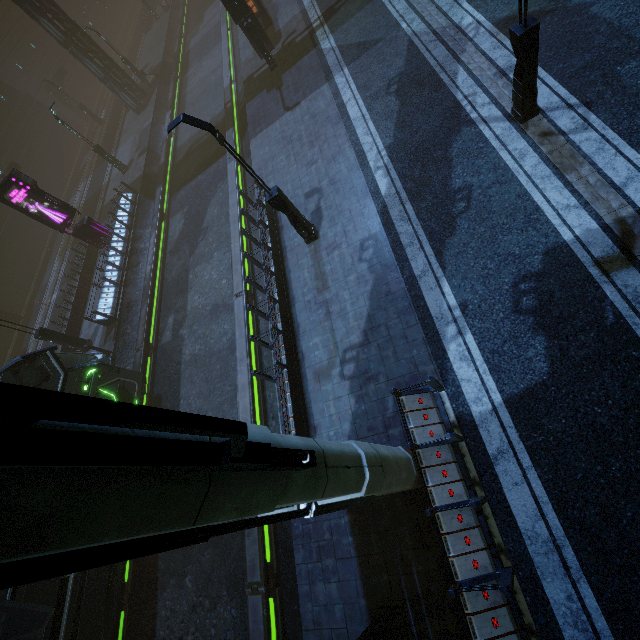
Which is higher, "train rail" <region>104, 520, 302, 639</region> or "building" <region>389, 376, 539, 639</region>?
"building" <region>389, 376, 539, 639</region>

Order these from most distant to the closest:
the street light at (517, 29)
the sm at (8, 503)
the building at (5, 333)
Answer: the building at (5, 333) < the street light at (517, 29) < the sm at (8, 503)

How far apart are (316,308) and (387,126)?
7.8m

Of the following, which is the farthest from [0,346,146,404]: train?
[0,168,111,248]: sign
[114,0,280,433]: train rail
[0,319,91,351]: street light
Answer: [0,168,111,248]: sign

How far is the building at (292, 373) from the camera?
9.3m

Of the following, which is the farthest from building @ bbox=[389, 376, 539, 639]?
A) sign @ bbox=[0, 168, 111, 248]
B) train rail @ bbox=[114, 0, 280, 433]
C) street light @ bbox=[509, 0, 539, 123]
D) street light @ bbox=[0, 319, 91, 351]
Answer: street light @ bbox=[509, 0, 539, 123]

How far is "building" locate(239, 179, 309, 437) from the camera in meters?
9.3 m

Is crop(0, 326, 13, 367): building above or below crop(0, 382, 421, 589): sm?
below
